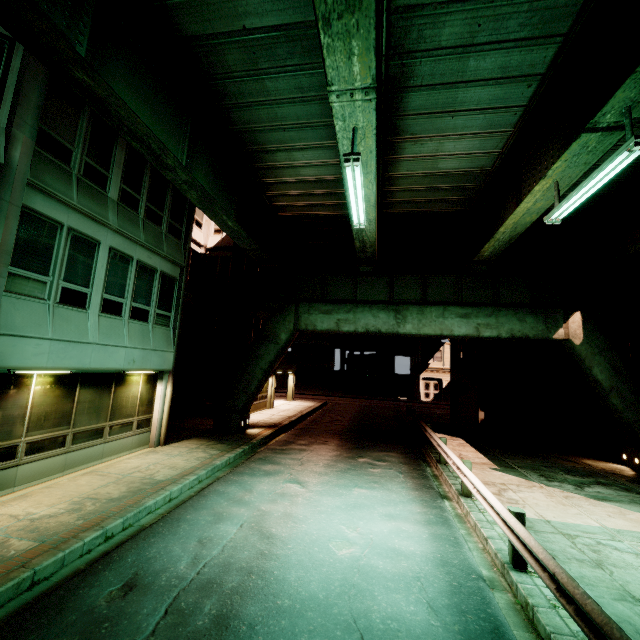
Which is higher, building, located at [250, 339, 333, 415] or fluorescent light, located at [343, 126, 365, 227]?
fluorescent light, located at [343, 126, 365, 227]

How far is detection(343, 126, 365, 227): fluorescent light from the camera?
7.10m

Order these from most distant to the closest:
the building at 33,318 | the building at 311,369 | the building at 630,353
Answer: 1. the building at 311,369
2. the building at 630,353
3. the building at 33,318

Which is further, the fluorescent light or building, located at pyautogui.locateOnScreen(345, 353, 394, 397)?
building, located at pyautogui.locateOnScreen(345, 353, 394, 397)

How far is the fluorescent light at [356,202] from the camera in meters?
7.1 m

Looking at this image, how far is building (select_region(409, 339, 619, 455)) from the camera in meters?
17.0

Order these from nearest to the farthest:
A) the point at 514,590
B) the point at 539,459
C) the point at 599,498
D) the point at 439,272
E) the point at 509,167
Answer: the point at 514,590 < the point at 599,498 < the point at 509,167 < the point at 539,459 < the point at 439,272
